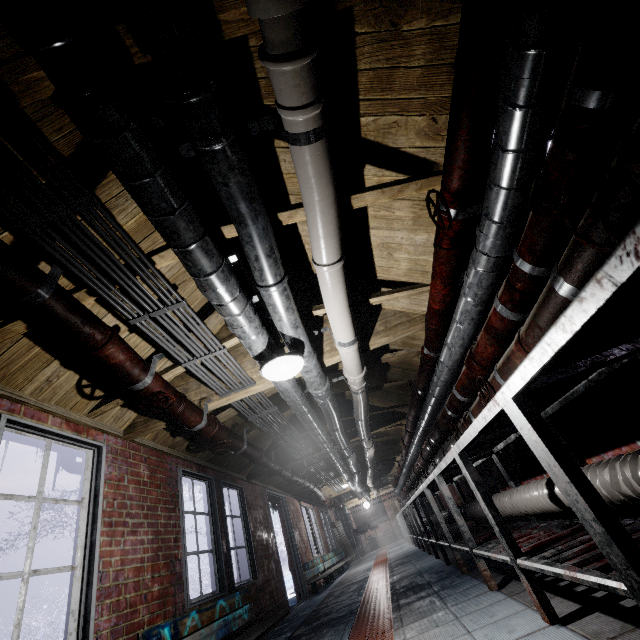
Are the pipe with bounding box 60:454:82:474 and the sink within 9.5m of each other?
no

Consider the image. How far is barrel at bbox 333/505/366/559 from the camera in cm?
1326

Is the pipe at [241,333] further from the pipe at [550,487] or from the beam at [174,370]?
the pipe at [550,487]

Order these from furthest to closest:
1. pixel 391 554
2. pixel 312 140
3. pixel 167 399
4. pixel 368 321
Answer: pixel 391 554, pixel 368 321, pixel 167 399, pixel 312 140

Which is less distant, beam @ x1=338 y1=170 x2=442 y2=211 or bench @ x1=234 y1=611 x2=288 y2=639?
beam @ x1=338 y1=170 x2=442 y2=211

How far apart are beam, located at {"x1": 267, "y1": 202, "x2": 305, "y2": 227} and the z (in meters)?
0.54

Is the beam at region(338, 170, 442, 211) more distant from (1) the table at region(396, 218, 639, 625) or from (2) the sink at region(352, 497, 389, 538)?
(2) the sink at region(352, 497, 389, 538)

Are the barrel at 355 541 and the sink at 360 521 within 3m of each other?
yes
